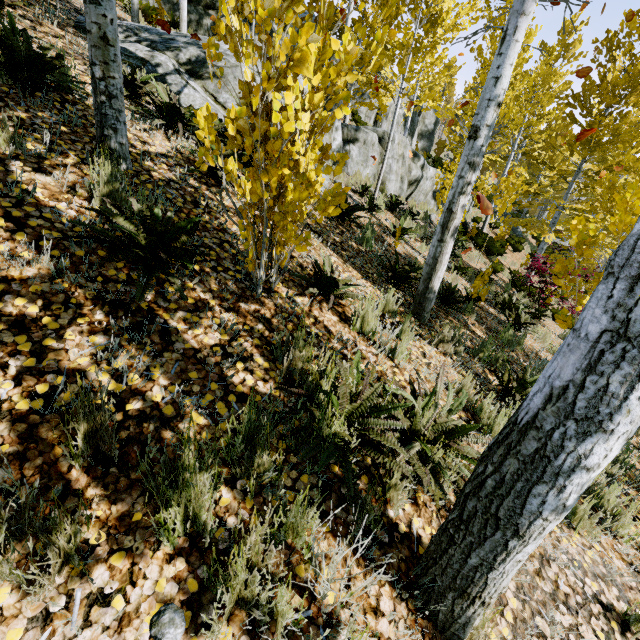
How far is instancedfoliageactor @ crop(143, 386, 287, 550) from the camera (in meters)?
1.38

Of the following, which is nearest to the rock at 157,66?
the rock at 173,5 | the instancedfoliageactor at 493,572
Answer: the instancedfoliageactor at 493,572

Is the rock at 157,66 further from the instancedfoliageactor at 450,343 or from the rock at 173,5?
the rock at 173,5

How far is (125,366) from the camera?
1.8m

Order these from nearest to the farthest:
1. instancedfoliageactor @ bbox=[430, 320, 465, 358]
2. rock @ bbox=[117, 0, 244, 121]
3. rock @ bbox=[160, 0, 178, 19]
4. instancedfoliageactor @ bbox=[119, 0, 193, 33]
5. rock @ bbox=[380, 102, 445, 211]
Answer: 1. instancedfoliageactor @ bbox=[430, 320, 465, 358]
2. rock @ bbox=[117, 0, 244, 121]
3. instancedfoliageactor @ bbox=[119, 0, 193, 33]
4. rock @ bbox=[380, 102, 445, 211]
5. rock @ bbox=[160, 0, 178, 19]

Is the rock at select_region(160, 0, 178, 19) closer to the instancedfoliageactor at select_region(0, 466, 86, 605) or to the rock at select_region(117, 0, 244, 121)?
the instancedfoliageactor at select_region(0, 466, 86, 605)

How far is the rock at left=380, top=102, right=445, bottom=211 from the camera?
11.14m
